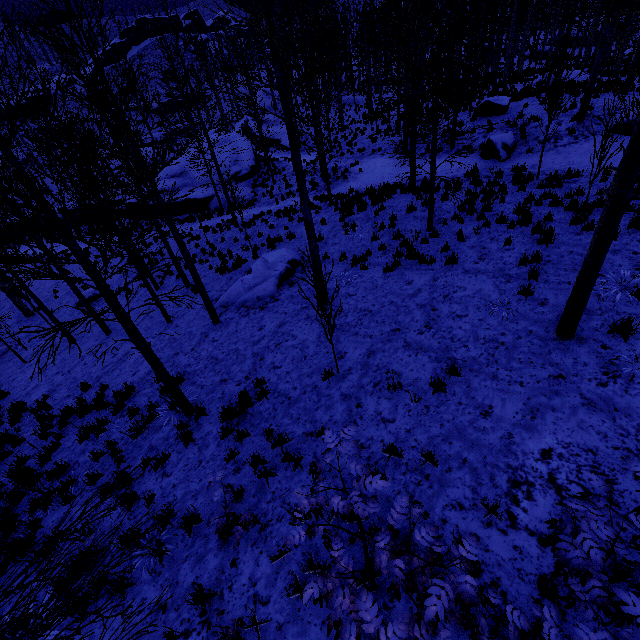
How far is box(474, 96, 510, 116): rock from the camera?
17.00m

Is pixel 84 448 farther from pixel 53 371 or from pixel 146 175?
pixel 53 371

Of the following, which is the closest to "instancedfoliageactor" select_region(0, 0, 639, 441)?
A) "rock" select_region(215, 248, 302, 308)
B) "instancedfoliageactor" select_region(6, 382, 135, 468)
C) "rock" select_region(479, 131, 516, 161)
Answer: "rock" select_region(215, 248, 302, 308)

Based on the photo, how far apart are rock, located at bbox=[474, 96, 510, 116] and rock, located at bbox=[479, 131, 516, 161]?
3.6m

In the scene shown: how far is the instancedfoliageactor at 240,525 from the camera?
4.0 meters

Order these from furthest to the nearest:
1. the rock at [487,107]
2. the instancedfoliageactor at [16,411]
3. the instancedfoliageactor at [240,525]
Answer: the rock at [487,107] < the instancedfoliageactor at [16,411] < the instancedfoliageactor at [240,525]

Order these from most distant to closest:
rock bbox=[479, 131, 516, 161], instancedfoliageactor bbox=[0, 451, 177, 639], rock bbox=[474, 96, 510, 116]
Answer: rock bbox=[474, 96, 510, 116]
rock bbox=[479, 131, 516, 161]
instancedfoliageactor bbox=[0, 451, 177, 639]

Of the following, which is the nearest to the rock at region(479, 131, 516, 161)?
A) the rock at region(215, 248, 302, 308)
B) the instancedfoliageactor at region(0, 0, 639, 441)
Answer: the instancedfoliageactor at region(0, 0, 639, 441)
